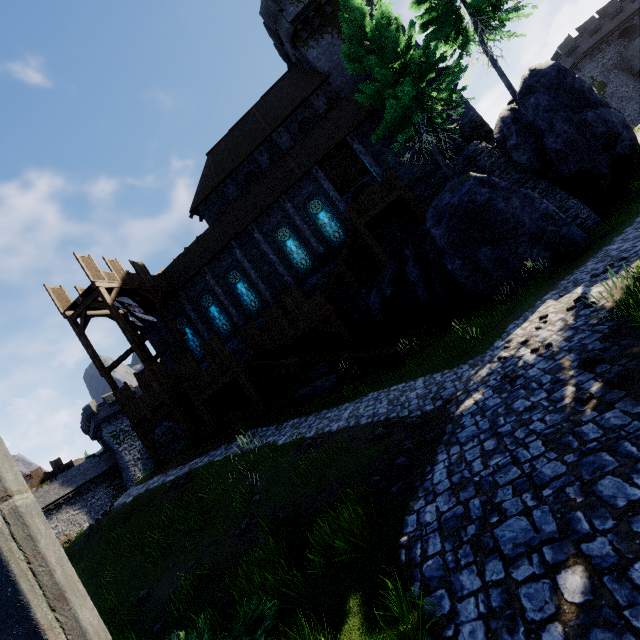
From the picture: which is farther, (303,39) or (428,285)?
(303,39)

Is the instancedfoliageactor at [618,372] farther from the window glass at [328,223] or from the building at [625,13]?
the building at [625,13]

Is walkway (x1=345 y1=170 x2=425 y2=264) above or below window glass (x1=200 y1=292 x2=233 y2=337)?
below

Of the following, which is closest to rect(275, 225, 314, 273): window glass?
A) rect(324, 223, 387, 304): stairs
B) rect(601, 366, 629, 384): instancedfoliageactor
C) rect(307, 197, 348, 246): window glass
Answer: rect(307, 197, 348, 246): window glass

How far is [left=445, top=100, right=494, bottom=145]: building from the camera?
22.00m

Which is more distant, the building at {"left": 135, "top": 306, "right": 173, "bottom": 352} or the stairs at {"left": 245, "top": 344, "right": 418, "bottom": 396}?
the building at {"left": 135, "top": 306, "right": 173, "bottom": 352}

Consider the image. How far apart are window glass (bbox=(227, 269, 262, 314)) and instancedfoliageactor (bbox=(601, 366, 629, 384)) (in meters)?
20.88

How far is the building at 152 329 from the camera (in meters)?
25.72
